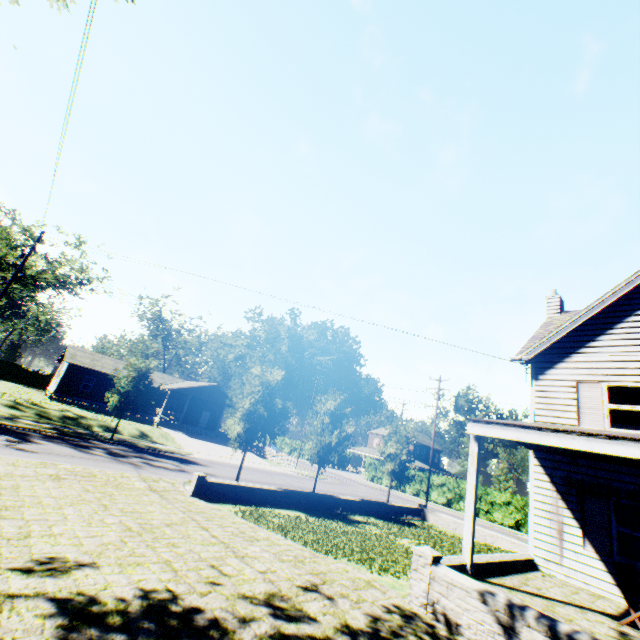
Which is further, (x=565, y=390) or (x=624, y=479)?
(x=565, y=390)

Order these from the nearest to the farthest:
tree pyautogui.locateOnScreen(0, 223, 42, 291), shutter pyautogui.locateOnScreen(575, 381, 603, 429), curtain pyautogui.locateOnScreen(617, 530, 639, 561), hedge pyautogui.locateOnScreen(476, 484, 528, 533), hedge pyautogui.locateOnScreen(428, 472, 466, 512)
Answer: curtain pyautogui.locateOnScreen(617, 530, 639, 561)
shutter pyautogui.locateOnScreen(575, 381, 603, 429)
tree pyautogui.locateOnScreen(0, 223, 42, 291)
hedge pyautogui.locateOnScreen(476, 484, 528, 533)
hedge pyautogui.locateOnScreen(428, 472, 466, 512)

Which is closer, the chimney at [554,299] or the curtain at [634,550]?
the curtain at [634,550]

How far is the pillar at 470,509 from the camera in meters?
7.4

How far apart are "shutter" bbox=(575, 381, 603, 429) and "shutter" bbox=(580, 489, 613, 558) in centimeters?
190cm

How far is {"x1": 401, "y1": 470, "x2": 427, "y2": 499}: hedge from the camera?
41.25m

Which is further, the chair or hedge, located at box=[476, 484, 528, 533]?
hedge, located at box=[476, 484, 528, 533]

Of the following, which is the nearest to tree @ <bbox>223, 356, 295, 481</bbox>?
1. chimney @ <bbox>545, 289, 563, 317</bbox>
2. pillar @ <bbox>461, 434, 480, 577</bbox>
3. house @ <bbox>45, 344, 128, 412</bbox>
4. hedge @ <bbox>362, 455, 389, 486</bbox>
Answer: house @ <bbox>45, 344, 128, 412</bbox>
